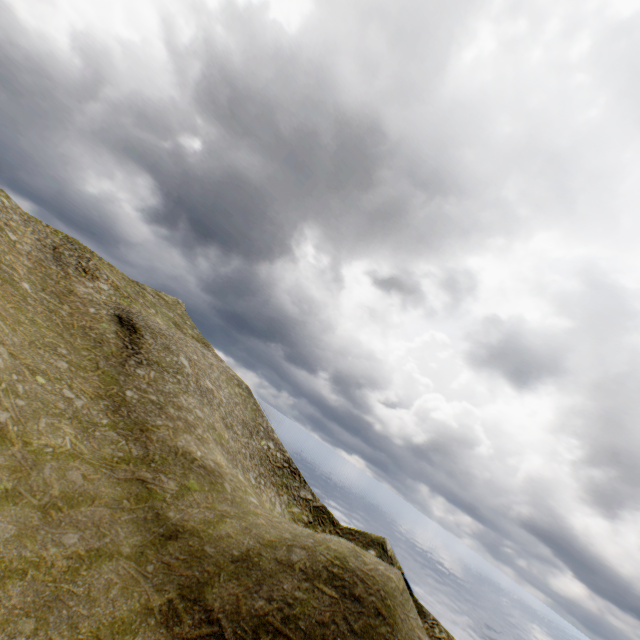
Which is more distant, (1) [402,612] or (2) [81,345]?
(2) [81,345]
